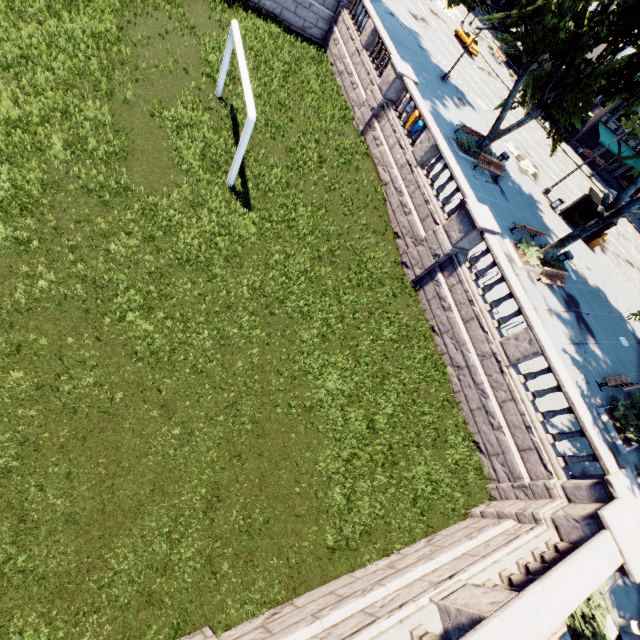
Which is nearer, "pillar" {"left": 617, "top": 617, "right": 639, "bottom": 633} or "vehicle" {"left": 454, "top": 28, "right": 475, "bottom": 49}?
"pillar" {"left": 617, "top": 617, "right": 639, "bottom": 633}

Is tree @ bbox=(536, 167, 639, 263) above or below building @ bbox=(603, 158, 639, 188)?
above

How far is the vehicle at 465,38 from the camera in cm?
4113

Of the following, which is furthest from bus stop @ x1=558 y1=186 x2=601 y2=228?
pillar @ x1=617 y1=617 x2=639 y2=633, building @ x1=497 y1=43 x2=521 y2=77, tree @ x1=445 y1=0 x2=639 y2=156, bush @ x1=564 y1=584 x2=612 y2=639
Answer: pillar @ x1=617 y1=617 x2=639 y2=633

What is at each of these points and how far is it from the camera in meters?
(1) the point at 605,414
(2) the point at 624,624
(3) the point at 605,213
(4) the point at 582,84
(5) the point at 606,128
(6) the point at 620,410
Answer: (1) planter, 14.4
(2) pillar, 9.1
(3) tree, 15.8
(4) tree, 16.6
(5) building, 45.6
(6) bush, 14.6

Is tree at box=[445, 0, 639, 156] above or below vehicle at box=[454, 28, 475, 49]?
above

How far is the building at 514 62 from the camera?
53.4 meters

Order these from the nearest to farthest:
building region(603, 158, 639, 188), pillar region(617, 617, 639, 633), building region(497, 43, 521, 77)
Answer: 1. pillar region(617, 617, 639, 633)
2. building region(603, 158, 639, 188)
3. building region(497, 43, 521, 77)
